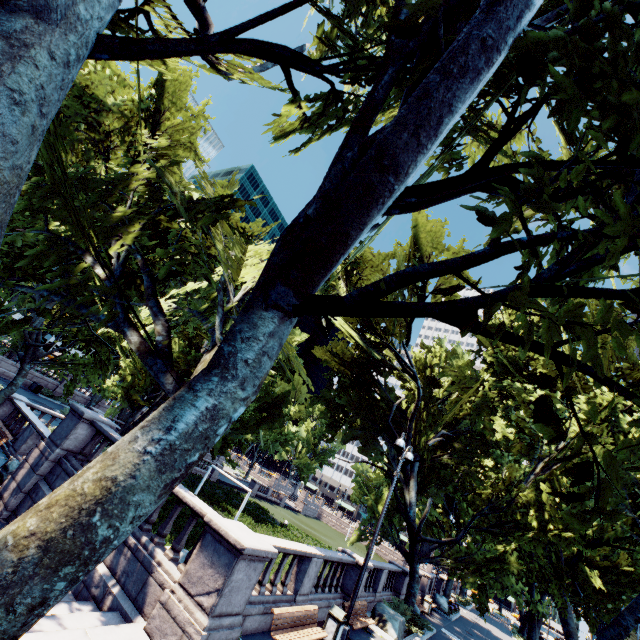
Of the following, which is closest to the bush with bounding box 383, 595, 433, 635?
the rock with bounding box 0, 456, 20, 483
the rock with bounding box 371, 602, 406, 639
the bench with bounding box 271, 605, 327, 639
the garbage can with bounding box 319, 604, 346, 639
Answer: the rock with bounding box 371, 602, 406, 639

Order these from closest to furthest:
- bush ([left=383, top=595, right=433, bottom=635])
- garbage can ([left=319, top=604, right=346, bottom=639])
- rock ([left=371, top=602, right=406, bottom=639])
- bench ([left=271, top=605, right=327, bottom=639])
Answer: bench ([left=271, top=605, right=327, bottom=639])
garbage can ([left=319, top=604, right=346, bottom=639])
rock ([left=371, top=602, right=406, bottom=639])
bush ([left=383, top=595, right=433, bottom=635])

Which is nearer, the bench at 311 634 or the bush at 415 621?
the bench at 311 634

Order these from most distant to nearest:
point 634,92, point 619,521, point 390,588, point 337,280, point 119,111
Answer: point 390,588, point 337,280, point 619,521, point 119,111, point 634,92

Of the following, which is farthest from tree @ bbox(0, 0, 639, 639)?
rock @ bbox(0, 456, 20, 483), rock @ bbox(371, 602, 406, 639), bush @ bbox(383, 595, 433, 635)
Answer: rock @ bbox(0, 456, 20, 483)

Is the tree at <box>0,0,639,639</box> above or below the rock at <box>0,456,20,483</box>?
above

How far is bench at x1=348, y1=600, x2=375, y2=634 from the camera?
12.4 meters

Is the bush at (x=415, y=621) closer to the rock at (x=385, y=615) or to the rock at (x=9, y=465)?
the rock at (x=385, y=615)
